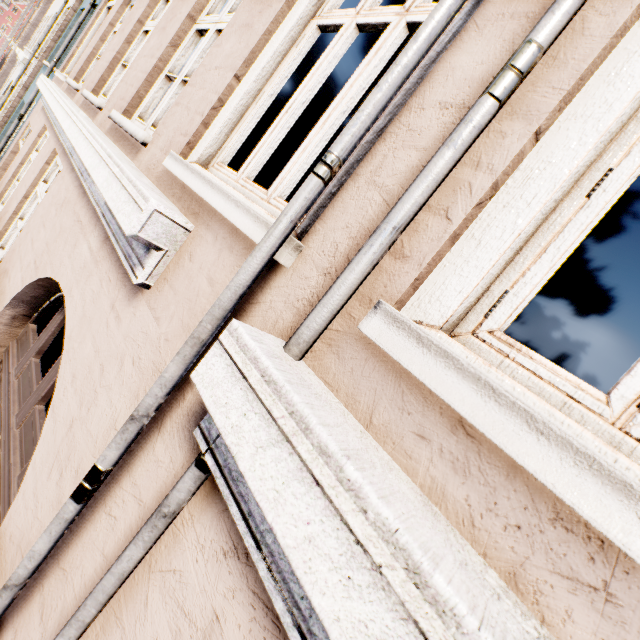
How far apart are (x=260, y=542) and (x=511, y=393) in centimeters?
74cm
